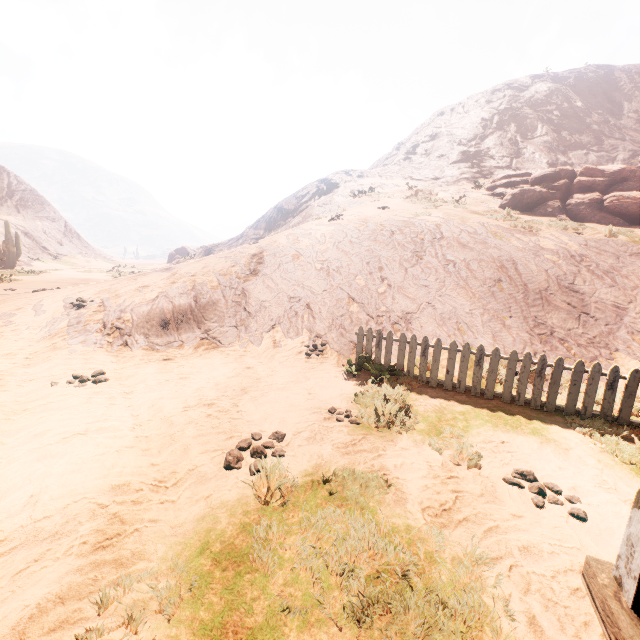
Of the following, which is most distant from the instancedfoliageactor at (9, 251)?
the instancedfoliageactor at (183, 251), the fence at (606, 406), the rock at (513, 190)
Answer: the fence at (606, 406)

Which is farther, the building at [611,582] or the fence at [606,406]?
the fence at [606,406]

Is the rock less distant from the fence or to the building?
the fence

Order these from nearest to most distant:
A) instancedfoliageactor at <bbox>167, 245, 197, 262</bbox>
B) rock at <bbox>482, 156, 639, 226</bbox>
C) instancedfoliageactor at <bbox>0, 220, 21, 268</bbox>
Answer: rock at <bbox>482, 156, 639, 226</bbox> → instancedfoliageactor at <bbox>0, 220, 21, 268</bbox> → instancedfoliageactor at <bbox>167, 245, 197, 262</bbox>

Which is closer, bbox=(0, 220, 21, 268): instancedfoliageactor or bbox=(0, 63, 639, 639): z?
bbox=(0, 63, 639, 639): z

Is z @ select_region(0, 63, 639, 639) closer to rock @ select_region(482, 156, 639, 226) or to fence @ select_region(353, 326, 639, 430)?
fence @ select_region(353, 326, 639, 430)

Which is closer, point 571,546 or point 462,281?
point 571,546

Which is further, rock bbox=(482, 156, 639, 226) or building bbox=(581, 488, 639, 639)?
rock bbox=(482, 156, 639, 226)
